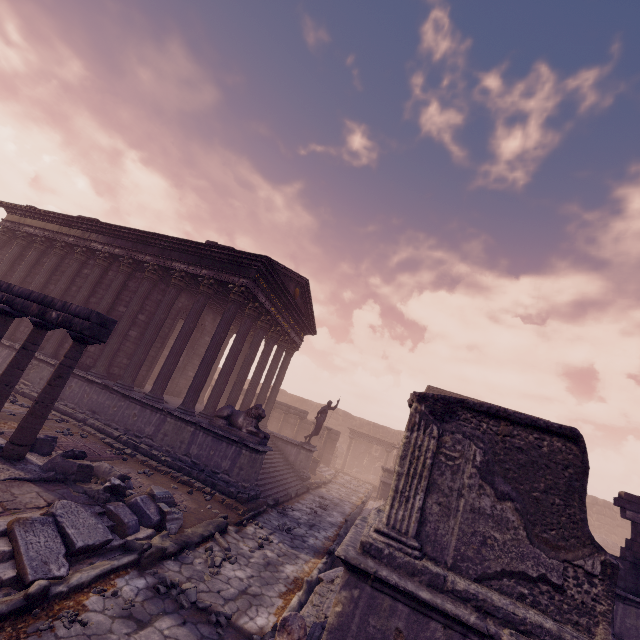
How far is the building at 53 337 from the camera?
12.1 meters

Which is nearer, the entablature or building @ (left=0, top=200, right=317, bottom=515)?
the entablature

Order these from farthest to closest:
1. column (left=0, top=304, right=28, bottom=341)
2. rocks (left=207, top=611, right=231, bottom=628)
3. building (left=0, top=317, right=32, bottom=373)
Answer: building (left=0, top=317, right=32, bottom=373) → column (left=0, top=304, right=28, bottom=341) → rocks (left=207, top=611, right=231, bottom=628)

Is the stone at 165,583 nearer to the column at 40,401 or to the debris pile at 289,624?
the debris pile at 289,624

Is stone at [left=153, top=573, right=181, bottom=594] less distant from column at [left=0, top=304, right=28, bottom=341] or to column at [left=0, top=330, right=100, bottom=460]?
column at [left=0, top=330, right=100, bottom=460]

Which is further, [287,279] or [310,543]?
[287,279]

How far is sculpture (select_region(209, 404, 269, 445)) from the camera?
9.9m

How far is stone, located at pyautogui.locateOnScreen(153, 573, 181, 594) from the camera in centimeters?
464cm
